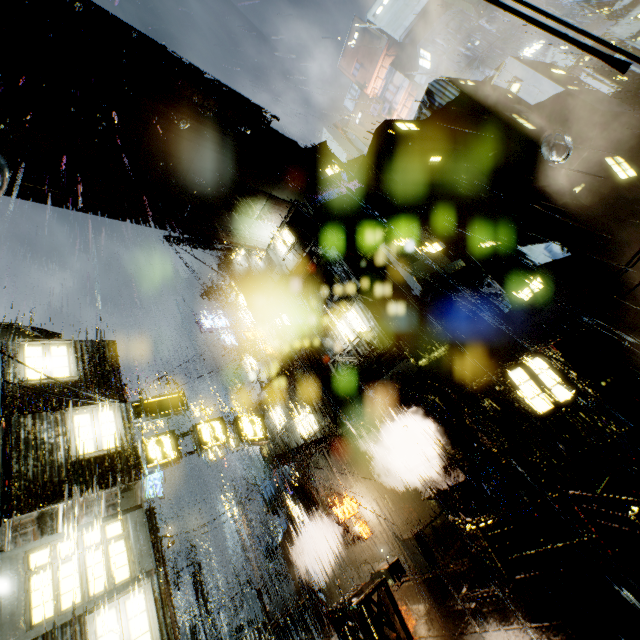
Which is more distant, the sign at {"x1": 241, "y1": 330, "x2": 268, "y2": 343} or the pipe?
the sign at {"x1": 241, "y1": 330, "x2": 268, "y2": 343}

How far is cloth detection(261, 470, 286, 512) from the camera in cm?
2139

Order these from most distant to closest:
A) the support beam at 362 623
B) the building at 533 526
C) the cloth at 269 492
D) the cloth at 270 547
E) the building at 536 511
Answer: the cloth at 270 547 < the cloth at 269 492 < the building at 536 511 < the building at 533 526 < the support beam at 362 623

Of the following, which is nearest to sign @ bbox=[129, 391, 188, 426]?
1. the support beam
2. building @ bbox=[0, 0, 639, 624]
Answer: building @ bbox=[0, 0, 639, 624]

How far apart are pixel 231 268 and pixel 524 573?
25.59m

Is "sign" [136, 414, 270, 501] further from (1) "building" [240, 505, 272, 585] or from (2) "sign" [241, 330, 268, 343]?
(2) "sign" [241, 330, 268, 343]

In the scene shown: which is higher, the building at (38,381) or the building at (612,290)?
the building at (38,381)

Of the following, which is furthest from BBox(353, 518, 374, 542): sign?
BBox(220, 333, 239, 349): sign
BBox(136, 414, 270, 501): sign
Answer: BBox(220, 333, 239, 349): sign
